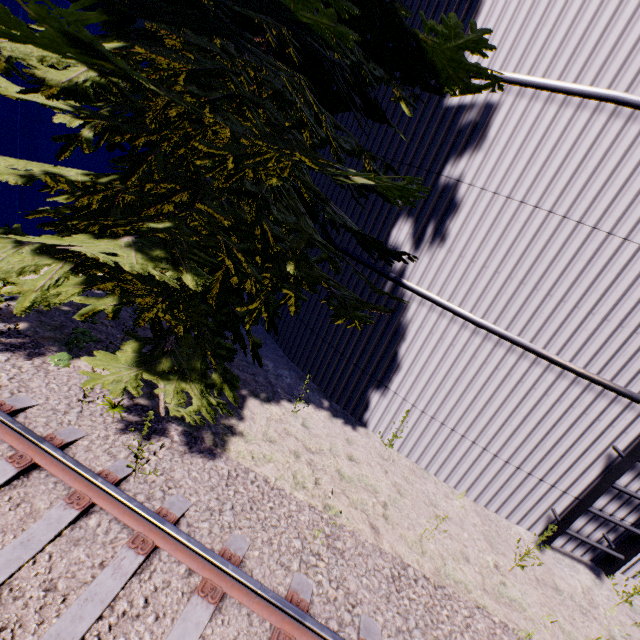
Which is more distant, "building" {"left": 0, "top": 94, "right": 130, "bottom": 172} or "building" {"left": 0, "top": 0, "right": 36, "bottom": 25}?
"building" {"left": 0, "top": 94, "right": 130, "bottom": 172}

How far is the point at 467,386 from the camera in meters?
5.2 m

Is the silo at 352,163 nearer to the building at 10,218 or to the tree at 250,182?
the tree at 250,182

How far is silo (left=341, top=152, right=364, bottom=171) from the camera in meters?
5.9 m

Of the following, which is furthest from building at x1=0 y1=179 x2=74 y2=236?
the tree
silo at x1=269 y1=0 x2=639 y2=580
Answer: silo at x1=269 y1=0 x2=639 y2=580

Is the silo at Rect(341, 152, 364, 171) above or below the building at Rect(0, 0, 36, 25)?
below

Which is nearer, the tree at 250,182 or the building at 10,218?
the tree at 250,182

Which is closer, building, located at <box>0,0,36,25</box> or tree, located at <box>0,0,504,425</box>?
tree, located at <box>0,0,504,425</box>
